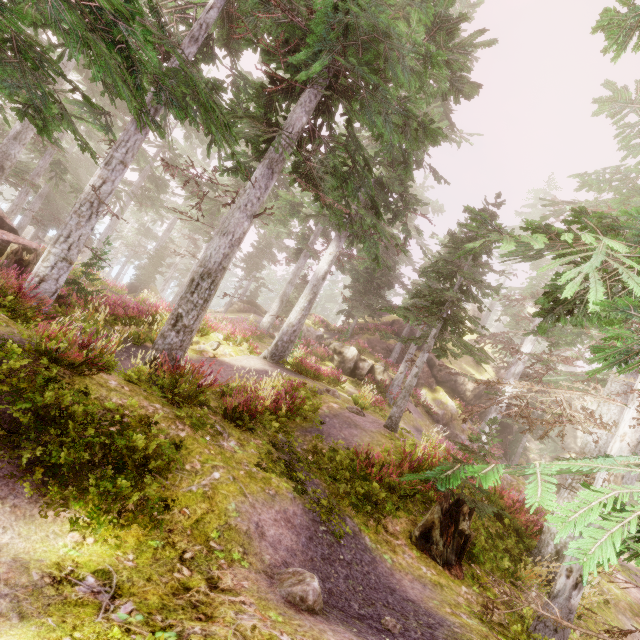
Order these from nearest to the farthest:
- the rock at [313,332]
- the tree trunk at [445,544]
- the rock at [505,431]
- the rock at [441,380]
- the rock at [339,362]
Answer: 1. the tree trunk at [445,544]
2. the rock at [339,362]
3. the rock at [441,380]
4. the rock at [313,332]
5. the rock at [505,431]

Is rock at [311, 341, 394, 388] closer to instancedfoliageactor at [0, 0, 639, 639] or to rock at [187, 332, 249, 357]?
instancedfoliageactor at [0, 0, 639, 639]

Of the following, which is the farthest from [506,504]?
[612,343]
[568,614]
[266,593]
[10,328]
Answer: [10,328]

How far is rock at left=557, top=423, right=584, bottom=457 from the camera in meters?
42.3

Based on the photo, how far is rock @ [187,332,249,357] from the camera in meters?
13.0

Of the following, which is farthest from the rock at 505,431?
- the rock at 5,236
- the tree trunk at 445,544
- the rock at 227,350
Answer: the tree trunk at 445,544

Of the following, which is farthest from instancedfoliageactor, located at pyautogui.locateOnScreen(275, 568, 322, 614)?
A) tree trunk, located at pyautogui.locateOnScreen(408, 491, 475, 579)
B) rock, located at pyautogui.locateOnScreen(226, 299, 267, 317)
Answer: tree trunk, located at pyautogui.locateOnScreen(408, 491, 475, 579)

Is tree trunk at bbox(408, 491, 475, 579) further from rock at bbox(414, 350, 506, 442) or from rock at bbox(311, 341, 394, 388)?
rock at bbox(414, 350, 506, 442)
